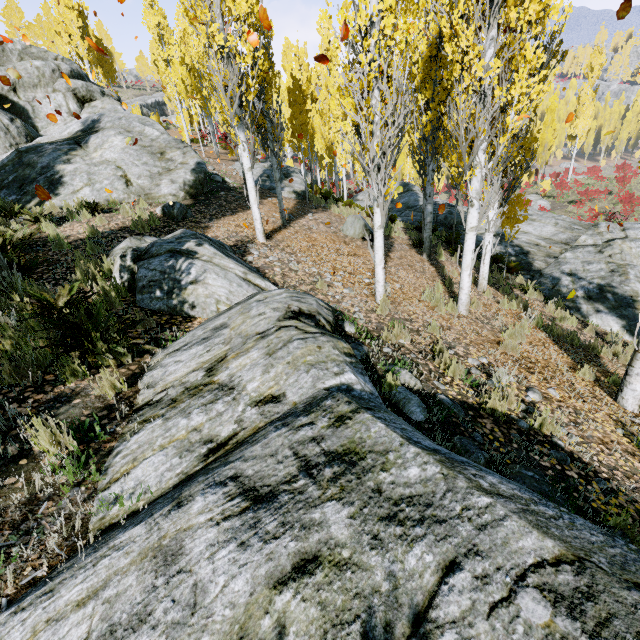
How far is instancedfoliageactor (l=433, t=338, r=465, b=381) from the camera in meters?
4.5 m

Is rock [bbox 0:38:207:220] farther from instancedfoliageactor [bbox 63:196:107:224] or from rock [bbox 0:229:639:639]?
rock [bbox 0:229:639:639]

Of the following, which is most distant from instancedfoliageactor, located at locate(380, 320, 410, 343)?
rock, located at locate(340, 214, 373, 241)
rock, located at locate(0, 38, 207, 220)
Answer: rock, located at locate(340, 214, 373, 241)

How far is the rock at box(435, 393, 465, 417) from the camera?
3.8m

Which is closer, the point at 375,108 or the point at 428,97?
the point at 375,108

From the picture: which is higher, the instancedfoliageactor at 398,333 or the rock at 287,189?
the rock at 287,189

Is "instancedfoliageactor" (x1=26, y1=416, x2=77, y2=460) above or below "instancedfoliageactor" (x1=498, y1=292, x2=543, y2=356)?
above

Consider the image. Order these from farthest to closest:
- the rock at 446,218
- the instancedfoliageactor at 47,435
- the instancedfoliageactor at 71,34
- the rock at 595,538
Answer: the instancedfoliageactor at 71,34 < the rock at 446,218 < the instancedfoliageactor at 47,435 < the rock at 595,538
